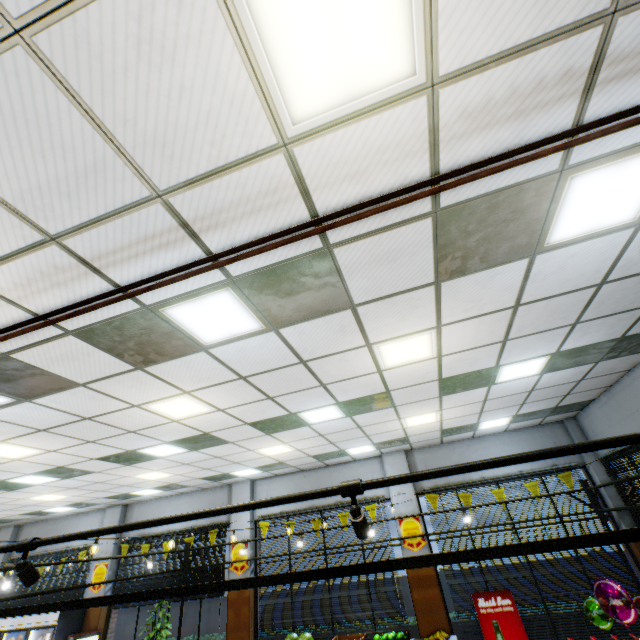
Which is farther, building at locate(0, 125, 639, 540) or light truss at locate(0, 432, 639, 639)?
building at locate(0, 125, 639, 540)

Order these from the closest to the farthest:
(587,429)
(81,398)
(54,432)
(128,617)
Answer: (81,398)
(54,432)
(587,429)
(128,617)

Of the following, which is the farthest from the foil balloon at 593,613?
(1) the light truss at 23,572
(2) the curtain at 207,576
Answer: (2) the curtain at 207,576

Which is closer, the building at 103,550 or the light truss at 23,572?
the light truss at 23,572

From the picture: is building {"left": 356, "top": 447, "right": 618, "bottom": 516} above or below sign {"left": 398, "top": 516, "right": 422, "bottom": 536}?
above

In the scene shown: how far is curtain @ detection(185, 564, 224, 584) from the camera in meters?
9.5 m

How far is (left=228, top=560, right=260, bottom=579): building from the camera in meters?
9.2
